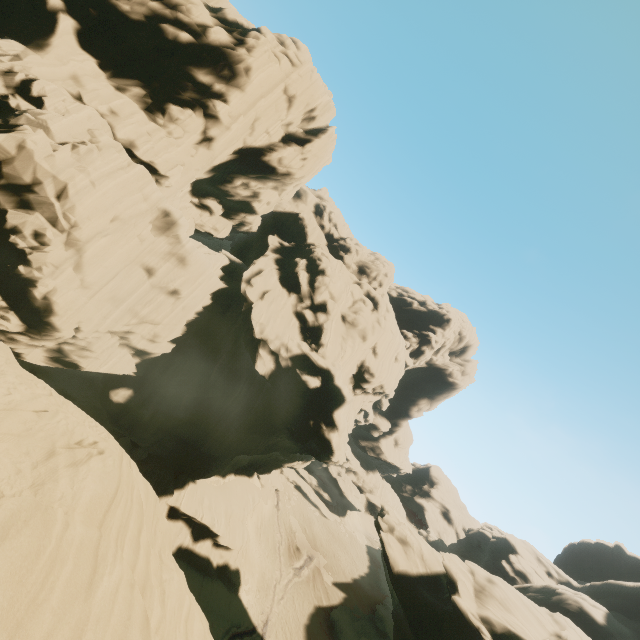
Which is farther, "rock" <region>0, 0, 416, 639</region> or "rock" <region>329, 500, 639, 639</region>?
"rock" <region>329, 500, 639, 639</region>

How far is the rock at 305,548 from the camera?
44.3m

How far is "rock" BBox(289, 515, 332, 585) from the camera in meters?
44.3

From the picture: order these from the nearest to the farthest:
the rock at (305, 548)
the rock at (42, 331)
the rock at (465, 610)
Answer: the rock at (42, 331), the rock at (465, 610), the rock at (305, 548)

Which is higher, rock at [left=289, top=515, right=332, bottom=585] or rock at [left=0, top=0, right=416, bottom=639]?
rock at [left=0, top=0, right=416, bottom=639]

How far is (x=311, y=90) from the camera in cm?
3125

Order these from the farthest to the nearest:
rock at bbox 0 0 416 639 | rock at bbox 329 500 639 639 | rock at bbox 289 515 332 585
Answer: rock at bbox 289 515 332 585 → rock at bbox 329 500 639 639 → rock at bbox 0 0 416 639
